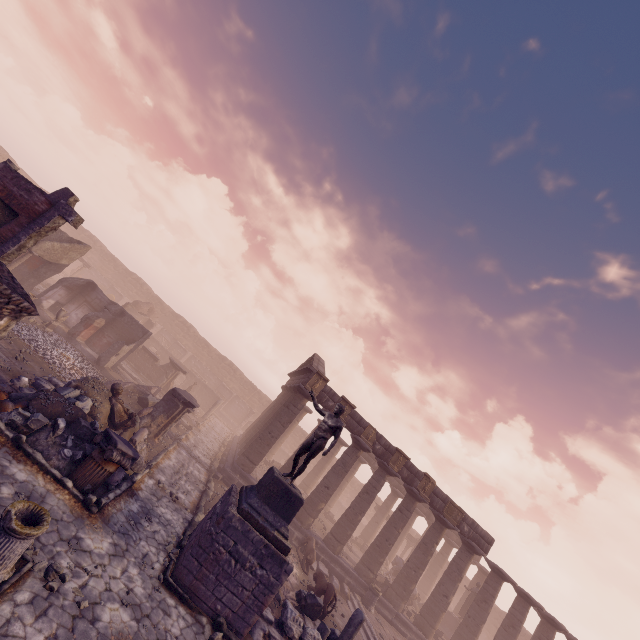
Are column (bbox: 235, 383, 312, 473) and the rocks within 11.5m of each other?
no

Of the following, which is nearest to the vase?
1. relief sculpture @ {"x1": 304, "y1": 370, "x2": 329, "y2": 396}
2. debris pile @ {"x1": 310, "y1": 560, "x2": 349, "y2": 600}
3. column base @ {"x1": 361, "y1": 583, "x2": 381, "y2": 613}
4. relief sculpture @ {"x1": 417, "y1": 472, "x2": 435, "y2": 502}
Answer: relief sculpture @ {"x1": 304, "y1": 370, "x2": 329, "y2": 396}

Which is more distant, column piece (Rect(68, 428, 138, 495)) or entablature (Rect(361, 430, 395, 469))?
entablature (Rect(361, 430, 395, 469))

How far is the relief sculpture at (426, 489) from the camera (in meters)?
18.59

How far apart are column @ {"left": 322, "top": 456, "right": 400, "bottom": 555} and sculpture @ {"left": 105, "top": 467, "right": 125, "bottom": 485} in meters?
12.4 m

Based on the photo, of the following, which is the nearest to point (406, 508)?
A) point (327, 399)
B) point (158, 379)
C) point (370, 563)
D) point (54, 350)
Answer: point (370, 563)

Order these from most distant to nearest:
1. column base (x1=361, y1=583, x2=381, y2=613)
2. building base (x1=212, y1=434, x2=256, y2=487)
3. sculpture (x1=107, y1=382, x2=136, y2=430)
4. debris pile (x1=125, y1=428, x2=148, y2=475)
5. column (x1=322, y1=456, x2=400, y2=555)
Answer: column (x1=322, y1=456, x2=400, y2=555)
building base (x1=212, y1=434, x2=256, y2=487)
column base (x1=361, y1=583, x2=381, y2=613)
sculpture (x1=107, y1=382, x2=136, y2=430)
debris pile (x1=125, y1=428, x2=148, y2=475)

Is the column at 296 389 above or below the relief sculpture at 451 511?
below
